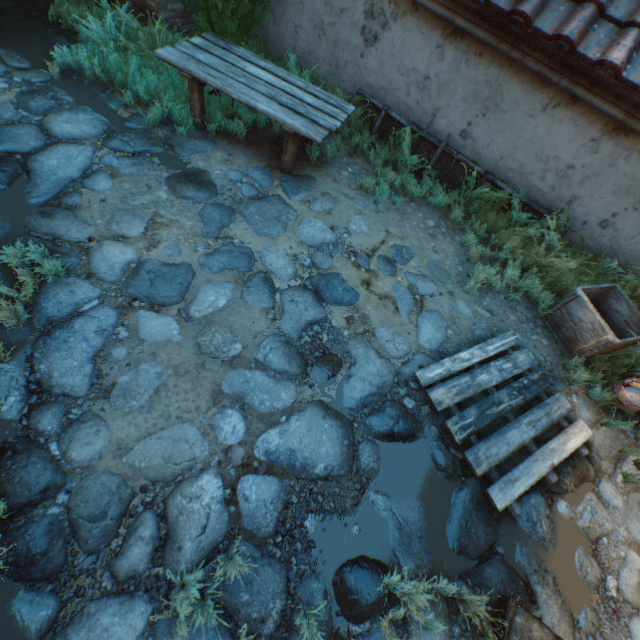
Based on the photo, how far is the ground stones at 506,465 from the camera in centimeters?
301cm

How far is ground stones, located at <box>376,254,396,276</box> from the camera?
3.91m

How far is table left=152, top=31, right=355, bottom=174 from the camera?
3.7m

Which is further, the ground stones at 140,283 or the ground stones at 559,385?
the ground stones at 559,385

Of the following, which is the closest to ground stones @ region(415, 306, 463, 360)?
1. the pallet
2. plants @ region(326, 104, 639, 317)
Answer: the pallet

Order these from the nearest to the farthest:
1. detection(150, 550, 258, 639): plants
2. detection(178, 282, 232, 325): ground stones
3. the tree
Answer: detection(150, 550, 258, 639): plants < detection(178, 282, 232, 325): ground stones < the tree

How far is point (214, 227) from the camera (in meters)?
3.59

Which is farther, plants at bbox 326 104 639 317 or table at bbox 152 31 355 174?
plants at bbox 326 104 639 317
